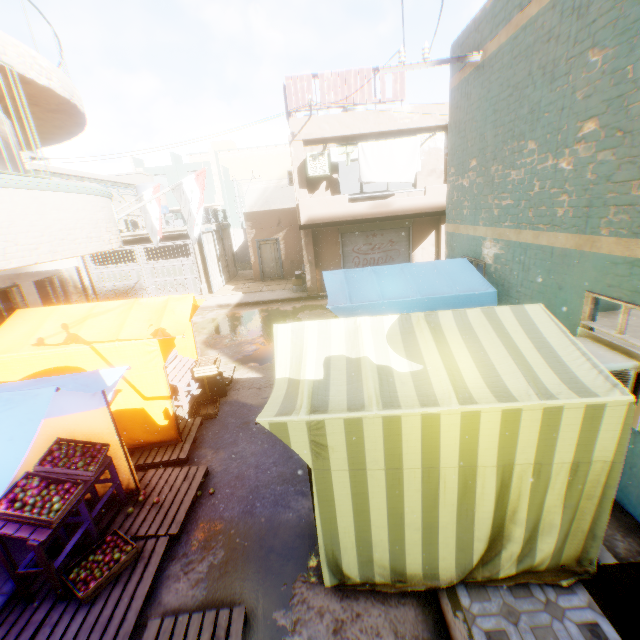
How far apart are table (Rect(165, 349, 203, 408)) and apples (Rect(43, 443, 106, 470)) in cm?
246

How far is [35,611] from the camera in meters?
3.5

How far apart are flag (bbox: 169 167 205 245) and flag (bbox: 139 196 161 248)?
0.59m

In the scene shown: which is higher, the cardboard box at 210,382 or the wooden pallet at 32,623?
the cardboard box at 210,382

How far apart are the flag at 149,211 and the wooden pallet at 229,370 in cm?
477

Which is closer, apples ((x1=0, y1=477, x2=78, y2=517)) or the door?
apples ((x1=0, y1=477, x2=78, y2=517))

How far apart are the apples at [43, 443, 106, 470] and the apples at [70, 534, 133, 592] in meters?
0.8 m

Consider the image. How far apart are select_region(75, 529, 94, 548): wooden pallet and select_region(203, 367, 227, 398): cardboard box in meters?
0.8 m
